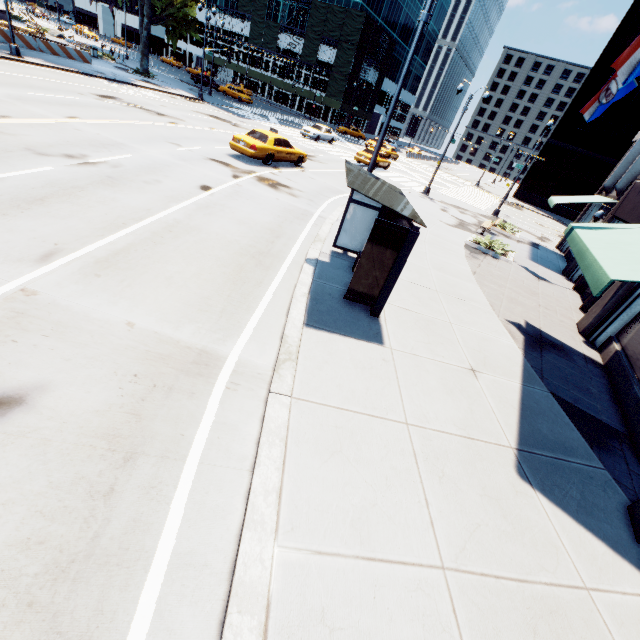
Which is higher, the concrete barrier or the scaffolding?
the scaffolding

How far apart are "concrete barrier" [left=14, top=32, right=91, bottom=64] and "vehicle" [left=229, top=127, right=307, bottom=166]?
23.06m

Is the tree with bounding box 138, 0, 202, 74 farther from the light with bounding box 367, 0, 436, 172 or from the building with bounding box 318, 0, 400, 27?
the building with bounding box 318, 0, 400, 27

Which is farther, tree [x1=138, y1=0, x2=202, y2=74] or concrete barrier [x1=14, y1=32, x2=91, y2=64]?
tree [x1=138, y1=0, x2=202, y2=74]

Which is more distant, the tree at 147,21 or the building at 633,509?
the tree at 147,21

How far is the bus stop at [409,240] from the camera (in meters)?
6.33

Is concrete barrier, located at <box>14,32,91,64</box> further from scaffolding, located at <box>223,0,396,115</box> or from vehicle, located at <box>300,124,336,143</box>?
scaffolding, located at <box>223,0,396,115</box>

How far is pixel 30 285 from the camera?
5.3m
